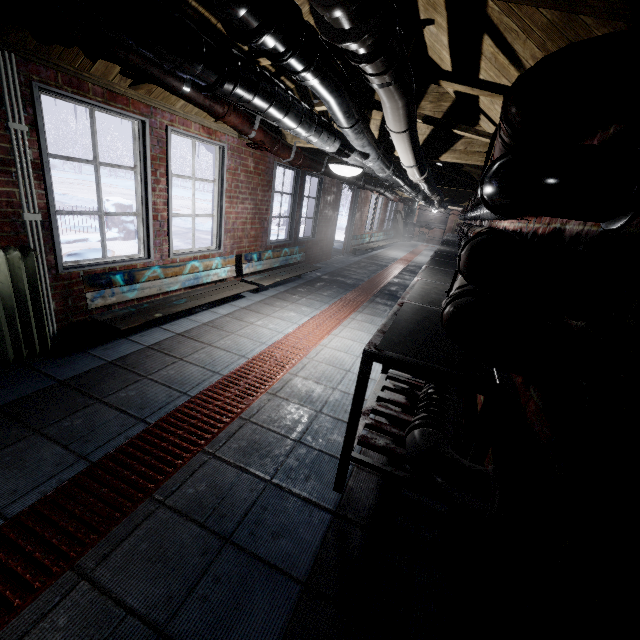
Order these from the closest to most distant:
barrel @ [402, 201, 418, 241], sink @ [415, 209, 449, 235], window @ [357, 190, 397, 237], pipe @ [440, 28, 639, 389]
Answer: pipe @ [440, 28, 639, 389] < window @ [357, 190, 397, 237] < barrel @ [402, 201, 418, 241] < sink @ [415, 209, 449, 235]

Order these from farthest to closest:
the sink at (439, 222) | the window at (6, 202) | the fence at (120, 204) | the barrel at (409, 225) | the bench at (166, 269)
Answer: the sink at (439, 222) < the barrel at (409, 225) < the fence at (120, 204) < the bench at (166, 269) < the window at (6, 202)

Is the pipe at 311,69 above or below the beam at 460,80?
below

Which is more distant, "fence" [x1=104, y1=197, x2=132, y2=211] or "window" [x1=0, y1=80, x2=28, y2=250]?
"fence" [x1=104, y1=197, x2=132, y2=211]

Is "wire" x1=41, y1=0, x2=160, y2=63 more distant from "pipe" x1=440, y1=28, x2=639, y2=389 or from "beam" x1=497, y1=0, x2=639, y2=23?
"pipe" x1=440, y1=28, x2=639, y2=389

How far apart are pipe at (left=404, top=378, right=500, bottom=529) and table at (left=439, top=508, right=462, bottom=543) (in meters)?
0.03

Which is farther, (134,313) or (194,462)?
(134,313)

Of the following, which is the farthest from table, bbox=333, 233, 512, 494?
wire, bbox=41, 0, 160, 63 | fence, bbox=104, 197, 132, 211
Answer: fence, bbox=104, 197, 132, 211
